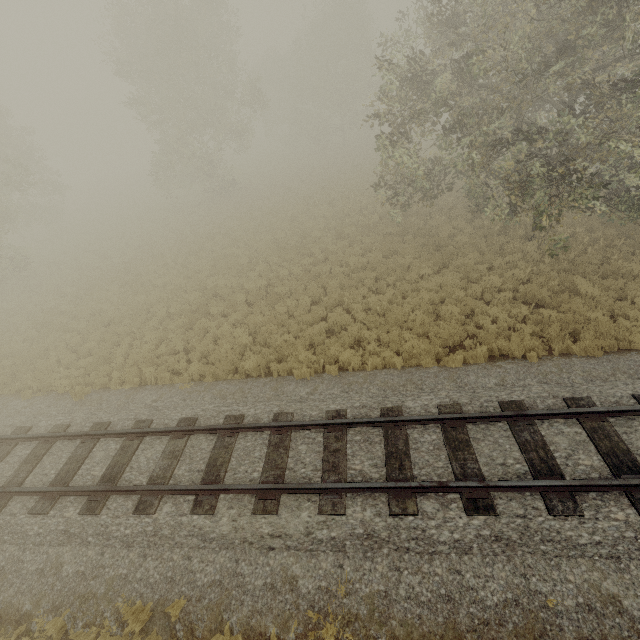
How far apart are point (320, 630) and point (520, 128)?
12.8m
